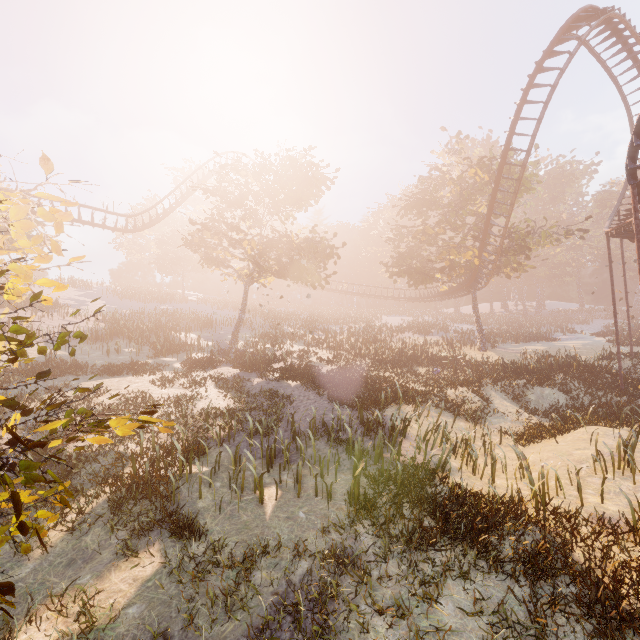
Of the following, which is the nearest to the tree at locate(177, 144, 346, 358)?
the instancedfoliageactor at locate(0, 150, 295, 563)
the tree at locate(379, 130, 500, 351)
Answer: the tree at locate(379, 130, 500, 351)

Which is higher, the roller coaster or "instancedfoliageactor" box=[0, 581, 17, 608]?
the roller coaster

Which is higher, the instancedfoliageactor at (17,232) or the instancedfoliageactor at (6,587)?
the instancedfoliageactor at (17,232)

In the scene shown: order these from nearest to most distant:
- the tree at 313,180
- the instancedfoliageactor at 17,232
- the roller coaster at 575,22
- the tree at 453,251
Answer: the instancedfoliageactor at 17,232
the roller coaster at 575,22
the tree at 313,180
the tree at 453,251

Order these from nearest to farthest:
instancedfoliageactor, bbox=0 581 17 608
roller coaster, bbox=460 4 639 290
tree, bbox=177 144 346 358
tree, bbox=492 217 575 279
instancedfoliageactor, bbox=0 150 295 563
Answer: instancedfoliageactor, bbox=0 581 17 608, instancedfoliageactor, bbox=0 150 295 563, roller coaster, bbox=460 4 639 290, tree, bbox=177 144 346 358, tree, bbox=492 217 575 279

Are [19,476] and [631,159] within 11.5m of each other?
no

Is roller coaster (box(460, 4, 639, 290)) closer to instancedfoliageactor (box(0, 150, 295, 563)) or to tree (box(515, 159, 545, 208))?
tree (box(515, 159, 545, 208))

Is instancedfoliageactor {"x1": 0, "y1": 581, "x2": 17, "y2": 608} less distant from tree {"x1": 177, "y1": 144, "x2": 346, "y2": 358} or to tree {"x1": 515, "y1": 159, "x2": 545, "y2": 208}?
tree {"x1": 177, "y1": 144, "x2": 346, "y2": 358}
